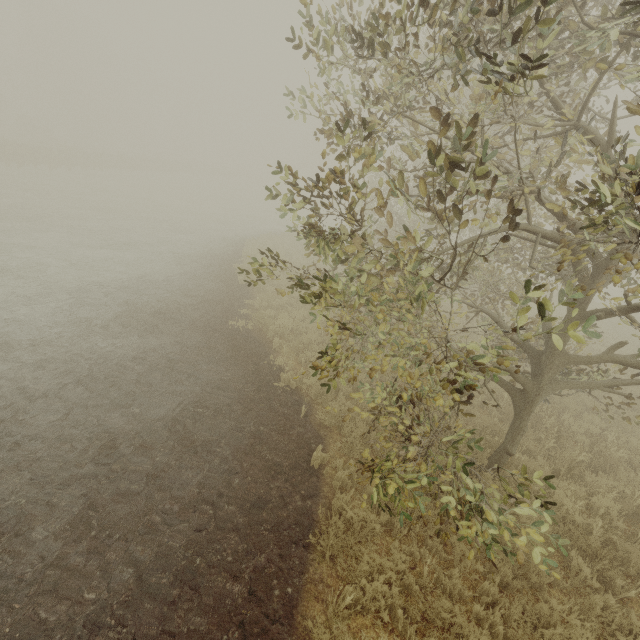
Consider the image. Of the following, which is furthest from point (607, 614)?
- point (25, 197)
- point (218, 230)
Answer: point (25, 197)
